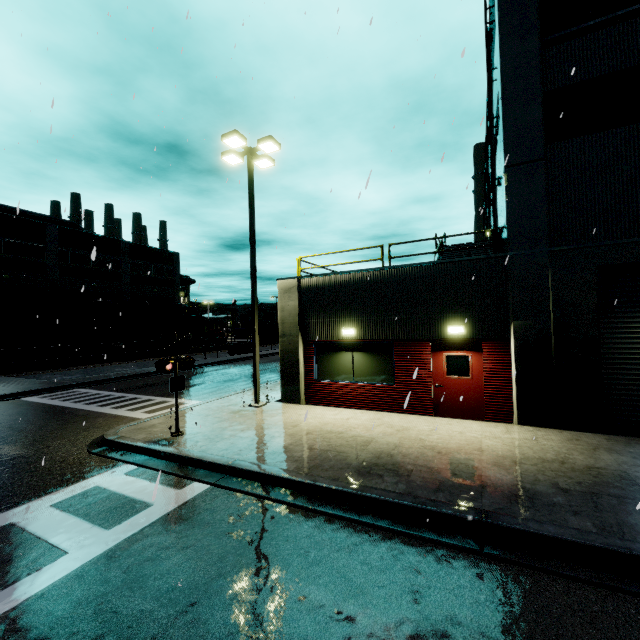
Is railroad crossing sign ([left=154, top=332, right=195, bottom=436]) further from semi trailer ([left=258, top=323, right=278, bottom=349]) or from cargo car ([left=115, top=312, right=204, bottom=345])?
semi trailer ([left=258, top=323, right=278, bottom=349])

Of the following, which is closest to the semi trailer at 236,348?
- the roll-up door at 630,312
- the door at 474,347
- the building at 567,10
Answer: the building at 567,10

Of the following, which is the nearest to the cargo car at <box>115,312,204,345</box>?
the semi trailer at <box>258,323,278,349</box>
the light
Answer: the semi trailer at <box>258,323,278,349</box>

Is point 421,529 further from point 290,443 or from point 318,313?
point 318,313

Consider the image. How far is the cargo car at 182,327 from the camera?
37.5m

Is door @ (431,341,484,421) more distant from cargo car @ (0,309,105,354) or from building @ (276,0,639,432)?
cargo car @ (0,309,105,354)

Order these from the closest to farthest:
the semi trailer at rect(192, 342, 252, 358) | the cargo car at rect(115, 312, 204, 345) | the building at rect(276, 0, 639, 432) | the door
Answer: the building at rect(276, 0, 639, 432)
the door
the semi trailer at rect(192, 342, 252, 358)
the cargo car at rect(115, 312, 204, 345)

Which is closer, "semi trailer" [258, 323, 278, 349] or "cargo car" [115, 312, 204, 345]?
"cargo car" [115, 312, 204, 345]
